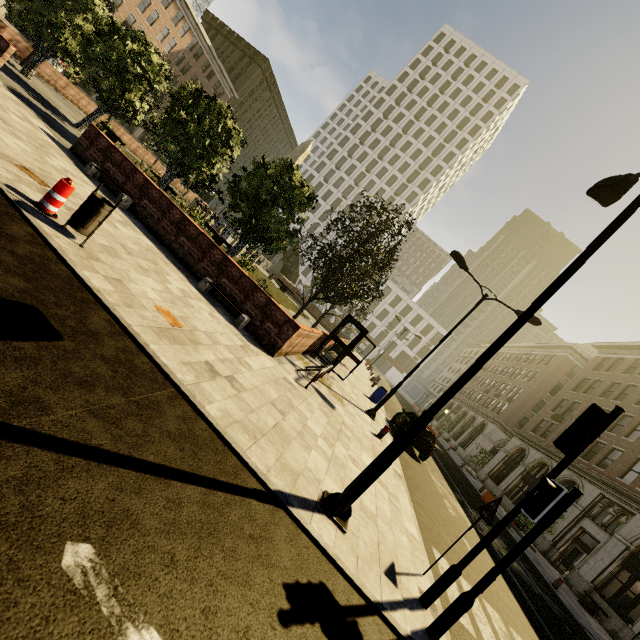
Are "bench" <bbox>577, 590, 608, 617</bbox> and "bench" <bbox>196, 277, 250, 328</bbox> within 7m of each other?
no

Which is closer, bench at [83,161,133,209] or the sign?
the sign

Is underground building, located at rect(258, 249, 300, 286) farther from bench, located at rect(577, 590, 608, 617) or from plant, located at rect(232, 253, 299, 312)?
bench, located at rect(577, 590, 608, 617)

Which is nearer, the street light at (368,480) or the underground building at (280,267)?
the street light at (368,480)

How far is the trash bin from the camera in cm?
544

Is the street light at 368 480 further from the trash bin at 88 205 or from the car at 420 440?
the car at 420 440

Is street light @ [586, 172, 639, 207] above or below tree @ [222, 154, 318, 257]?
above

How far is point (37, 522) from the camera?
2.00m
